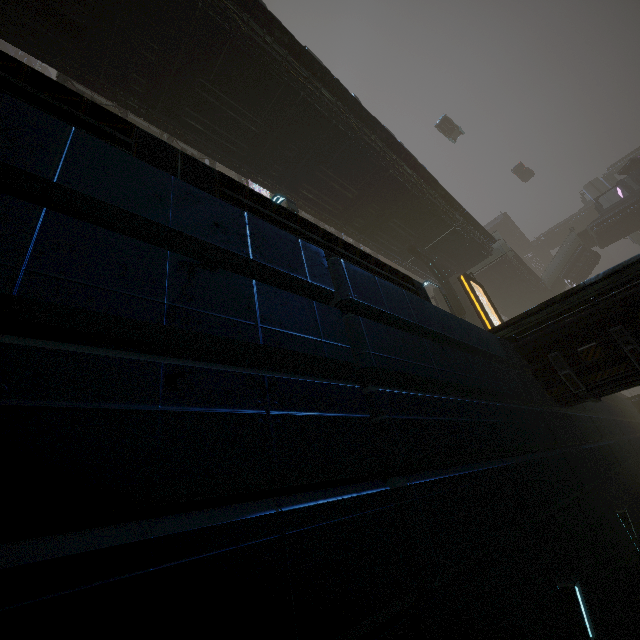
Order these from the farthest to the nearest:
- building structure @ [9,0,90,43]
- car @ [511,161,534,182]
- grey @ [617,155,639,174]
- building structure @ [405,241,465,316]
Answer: car @ [511,161,534,182]
grey @ [617,155,639,174]
building structure @ [405,241,465,316]
building structure @ [9,0,90,43]

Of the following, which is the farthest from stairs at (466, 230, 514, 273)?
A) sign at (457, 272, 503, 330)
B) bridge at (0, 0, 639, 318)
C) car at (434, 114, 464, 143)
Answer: car at (434, 114, 464, 143)

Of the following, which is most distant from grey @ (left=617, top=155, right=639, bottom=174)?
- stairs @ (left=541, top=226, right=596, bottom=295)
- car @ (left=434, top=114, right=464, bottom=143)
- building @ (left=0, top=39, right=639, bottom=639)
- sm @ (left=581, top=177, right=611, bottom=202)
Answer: car @ (left=434, top=114, right=464, bottom=143)

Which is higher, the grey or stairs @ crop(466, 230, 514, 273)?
the grey

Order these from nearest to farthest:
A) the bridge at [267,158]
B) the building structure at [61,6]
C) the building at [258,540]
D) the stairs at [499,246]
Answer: the building at [258,540]
the building structure at [61,6]
the bridge at [267,158]
the stairs at [499,246]

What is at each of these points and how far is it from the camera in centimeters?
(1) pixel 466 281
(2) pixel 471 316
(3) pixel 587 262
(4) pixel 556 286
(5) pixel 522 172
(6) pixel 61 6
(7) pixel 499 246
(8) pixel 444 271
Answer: (1) sign, 1681cm
(2) sm, 2100cm
(3) bridge, 3700cm
(4) stairs, 3947cm
(5) car, 4828cm
(6) building structure, 919cm
(7) stairs, 2472cm
(8) building structure, 2289cm

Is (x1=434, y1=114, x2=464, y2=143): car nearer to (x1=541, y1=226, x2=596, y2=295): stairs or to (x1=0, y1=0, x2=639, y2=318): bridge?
(x1=541, y1=226, x2=596, y2=295): stairs

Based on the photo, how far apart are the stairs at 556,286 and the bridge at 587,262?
0.00m
